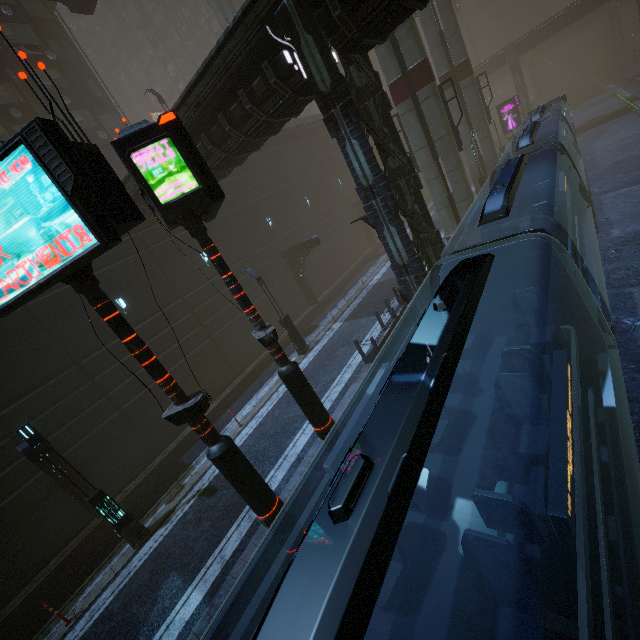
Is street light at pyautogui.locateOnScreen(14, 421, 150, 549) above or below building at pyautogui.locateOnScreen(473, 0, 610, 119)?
below

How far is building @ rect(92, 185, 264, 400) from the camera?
16.6m

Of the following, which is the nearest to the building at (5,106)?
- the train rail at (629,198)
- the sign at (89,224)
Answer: the train rail at (629,198)

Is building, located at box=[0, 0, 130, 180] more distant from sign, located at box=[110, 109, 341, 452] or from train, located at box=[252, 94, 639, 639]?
sign, located at box=[110, 109, 341, 452]

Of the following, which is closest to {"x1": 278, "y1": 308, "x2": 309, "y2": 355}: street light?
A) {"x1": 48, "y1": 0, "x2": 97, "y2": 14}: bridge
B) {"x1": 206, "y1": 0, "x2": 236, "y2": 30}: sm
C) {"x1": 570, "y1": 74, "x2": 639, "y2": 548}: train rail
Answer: {"x1": 570, "y1": 74, "x2": 639, "y2": 548}: train rail

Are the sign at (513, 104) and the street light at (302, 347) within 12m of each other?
no

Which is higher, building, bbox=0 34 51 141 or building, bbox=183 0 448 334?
building, bbox=0 34 51 141

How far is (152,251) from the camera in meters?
17.7 m
